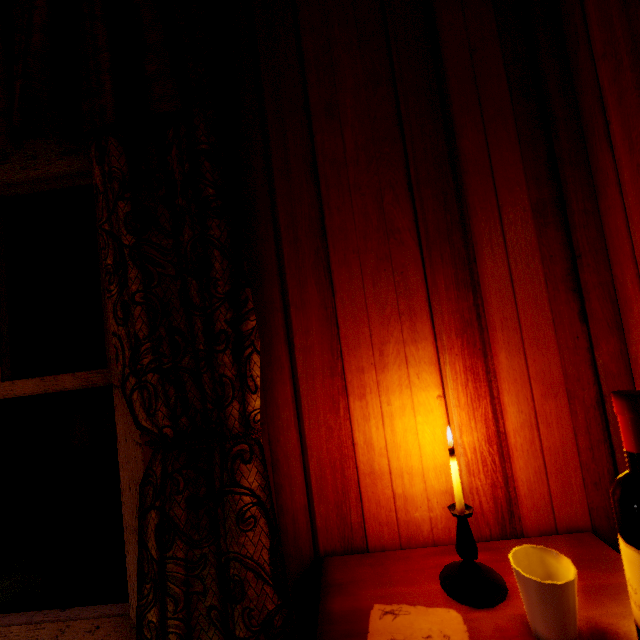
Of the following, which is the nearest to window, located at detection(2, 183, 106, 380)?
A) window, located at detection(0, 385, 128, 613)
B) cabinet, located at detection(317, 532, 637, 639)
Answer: window, located at detection(0, 385, 128, 613)

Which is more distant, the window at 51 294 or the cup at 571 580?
the window at 51 294

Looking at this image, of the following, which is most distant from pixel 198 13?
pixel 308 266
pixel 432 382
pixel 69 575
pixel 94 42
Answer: pixel 69 575

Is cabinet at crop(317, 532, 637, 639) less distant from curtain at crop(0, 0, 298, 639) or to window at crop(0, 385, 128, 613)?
curtain at crop(0, 0, 298, 639)

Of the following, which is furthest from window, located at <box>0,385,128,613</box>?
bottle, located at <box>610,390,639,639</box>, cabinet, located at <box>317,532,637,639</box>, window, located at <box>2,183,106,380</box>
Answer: bottle, located at <box>610,390,639,639</box>

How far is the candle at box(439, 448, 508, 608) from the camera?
0.7m

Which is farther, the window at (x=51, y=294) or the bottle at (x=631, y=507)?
the window at (x=51, y=294)

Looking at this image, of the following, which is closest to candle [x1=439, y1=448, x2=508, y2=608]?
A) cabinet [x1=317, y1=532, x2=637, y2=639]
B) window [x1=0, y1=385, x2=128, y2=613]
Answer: cabinet [x1=317, y1=532, x2=637, y2=639]
